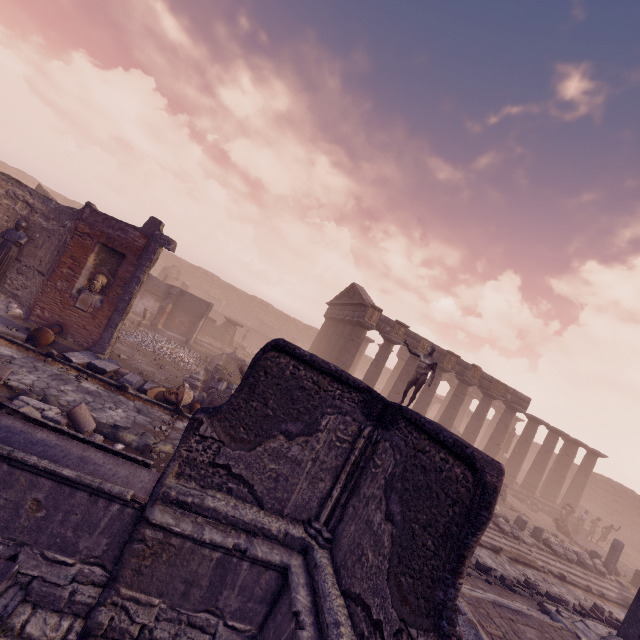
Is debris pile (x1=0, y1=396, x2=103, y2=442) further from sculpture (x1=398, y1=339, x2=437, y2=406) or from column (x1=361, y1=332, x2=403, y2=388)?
column (x1=361, y1=332, x2=403, y2=388)

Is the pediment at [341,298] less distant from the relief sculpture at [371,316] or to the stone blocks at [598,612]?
the relief sculpture at [371,316]

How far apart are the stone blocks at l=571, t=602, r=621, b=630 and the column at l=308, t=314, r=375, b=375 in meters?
17.7

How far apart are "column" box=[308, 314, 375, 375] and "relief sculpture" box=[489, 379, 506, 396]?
10.68m

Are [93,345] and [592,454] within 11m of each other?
no

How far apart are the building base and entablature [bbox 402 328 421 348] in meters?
5.3

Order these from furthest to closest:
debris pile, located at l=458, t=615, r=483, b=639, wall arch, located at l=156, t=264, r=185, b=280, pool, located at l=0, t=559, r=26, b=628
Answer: wall arch, located at l=156, t=264, r=185, b=280 → debris pile, located at l=458, t=615, r=483, b=639 → pool, located at l=0, t=559, r=26, b=628

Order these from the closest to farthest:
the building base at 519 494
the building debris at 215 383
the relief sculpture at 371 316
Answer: the building debris at 215 383 → the relief sculpture at 371 316 → the building base at 519 494
